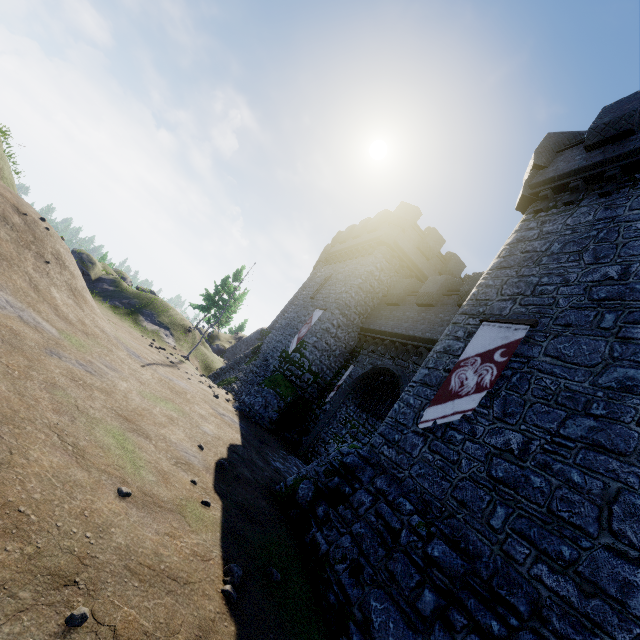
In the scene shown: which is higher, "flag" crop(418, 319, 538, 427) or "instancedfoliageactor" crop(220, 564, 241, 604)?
"flag" crop(418, 319, 538, 427)

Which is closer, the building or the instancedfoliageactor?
the instancedfoliageactor

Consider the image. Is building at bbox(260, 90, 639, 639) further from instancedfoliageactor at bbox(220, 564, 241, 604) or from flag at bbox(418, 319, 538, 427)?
instancedfoliageactor at bbox(220, 564, 241, 604)

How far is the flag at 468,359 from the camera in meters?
8.4 m

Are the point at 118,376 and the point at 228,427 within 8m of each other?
yes

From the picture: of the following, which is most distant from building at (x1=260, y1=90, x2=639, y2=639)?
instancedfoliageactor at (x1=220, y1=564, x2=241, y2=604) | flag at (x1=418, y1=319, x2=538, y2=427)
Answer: instancedfoliageactor at (x1=220, y1=564, x2=241, y2=604)

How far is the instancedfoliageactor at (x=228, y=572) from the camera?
4.72m

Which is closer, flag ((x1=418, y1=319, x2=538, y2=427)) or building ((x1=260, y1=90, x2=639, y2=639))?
building ((x1=260, y1=90, x2=639, y2=639))
